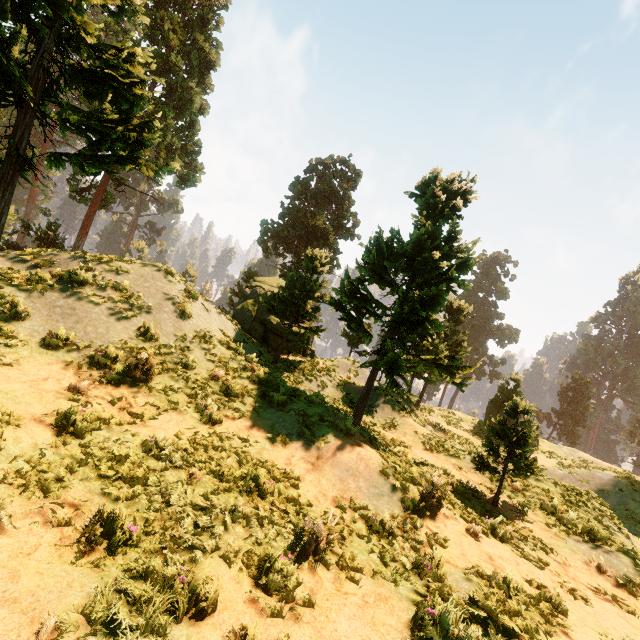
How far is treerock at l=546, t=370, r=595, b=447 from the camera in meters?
56.5

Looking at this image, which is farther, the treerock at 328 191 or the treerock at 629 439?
the treerock at 629 439

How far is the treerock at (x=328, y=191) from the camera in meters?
11.4

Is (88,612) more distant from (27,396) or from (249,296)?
(249,296)

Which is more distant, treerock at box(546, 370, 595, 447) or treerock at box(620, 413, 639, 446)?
treerock at box(546, 370, 595, 447)
